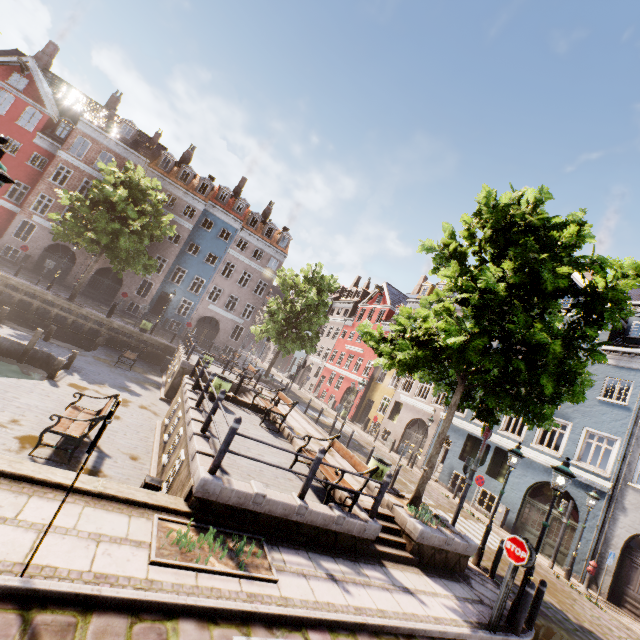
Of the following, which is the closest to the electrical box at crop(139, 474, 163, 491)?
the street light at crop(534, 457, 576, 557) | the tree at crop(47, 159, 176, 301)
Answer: the tree at crop(47, 159, 176, 301)

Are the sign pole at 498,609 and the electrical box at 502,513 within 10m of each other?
no

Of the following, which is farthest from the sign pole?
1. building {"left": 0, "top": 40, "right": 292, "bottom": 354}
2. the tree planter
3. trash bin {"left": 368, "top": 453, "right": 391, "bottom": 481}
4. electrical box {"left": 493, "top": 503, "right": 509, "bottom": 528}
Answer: electrical box {"left": 493, "top": 503, "right": 509, "bottom": 528}

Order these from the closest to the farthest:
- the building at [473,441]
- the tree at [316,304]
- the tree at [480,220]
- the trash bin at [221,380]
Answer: the tree at [480,220] < the trash bin at [221,380] < the building at [473,441] < the tree at [316,304]

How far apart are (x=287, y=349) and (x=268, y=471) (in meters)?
16.45

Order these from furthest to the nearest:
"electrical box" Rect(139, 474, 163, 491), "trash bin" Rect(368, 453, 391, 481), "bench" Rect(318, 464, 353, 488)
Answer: "trash bin" Rect(368, 453, 391, 481) < "bench" Rect(318, 464, 353, 488) < "electrical box" Rect(139, 474, 163, 491)

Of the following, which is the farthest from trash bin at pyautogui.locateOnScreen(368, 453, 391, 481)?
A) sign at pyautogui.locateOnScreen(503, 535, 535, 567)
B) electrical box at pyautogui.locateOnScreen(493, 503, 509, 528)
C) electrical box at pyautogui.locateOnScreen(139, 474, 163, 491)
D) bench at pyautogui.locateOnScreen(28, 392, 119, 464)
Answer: electrical box at pyautogui.locateOnScreen(493, 503, 509, 528)

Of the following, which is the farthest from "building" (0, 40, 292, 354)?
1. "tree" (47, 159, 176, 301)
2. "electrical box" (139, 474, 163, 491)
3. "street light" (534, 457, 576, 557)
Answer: "electrical box" (139, 474, 163, 491)
